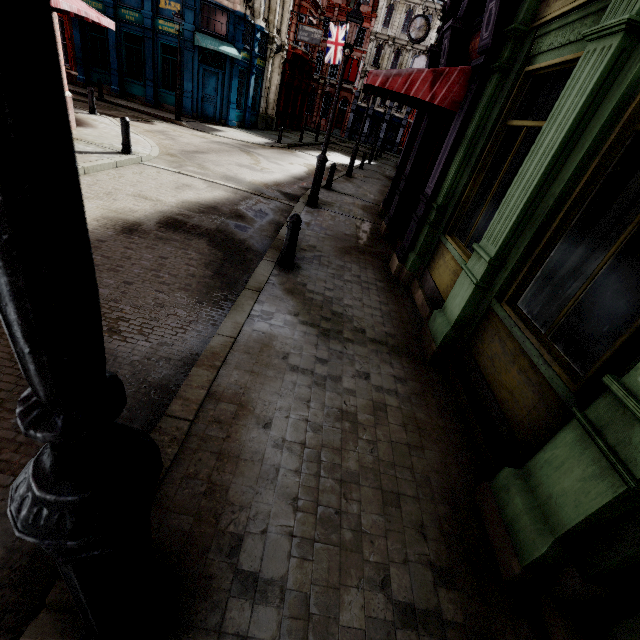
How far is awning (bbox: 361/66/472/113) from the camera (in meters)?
5.44

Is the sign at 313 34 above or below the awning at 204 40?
above

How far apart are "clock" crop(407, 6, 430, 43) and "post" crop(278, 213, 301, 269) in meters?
15.3 m

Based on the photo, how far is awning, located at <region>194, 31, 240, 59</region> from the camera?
17.93m

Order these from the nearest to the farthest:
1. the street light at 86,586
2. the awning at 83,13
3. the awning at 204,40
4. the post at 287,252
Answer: the street light at 86,586 < the post at 287,252 < the awning at 83,13 < the awning at 204,40

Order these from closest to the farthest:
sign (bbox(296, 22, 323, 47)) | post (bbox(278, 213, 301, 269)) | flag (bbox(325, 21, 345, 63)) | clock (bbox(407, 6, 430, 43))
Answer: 1. post (bbox(278, 213, 301, 269))
2. clock (bbox(407, 6, 430, 43))
3. sign (bbox(296, 22, 323, 47))
4. flag (bbox(325, 21, 345, 63))

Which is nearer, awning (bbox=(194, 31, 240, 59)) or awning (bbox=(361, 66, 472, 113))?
awning (bbox=(361, 66, 472, 113))

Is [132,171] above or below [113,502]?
below
